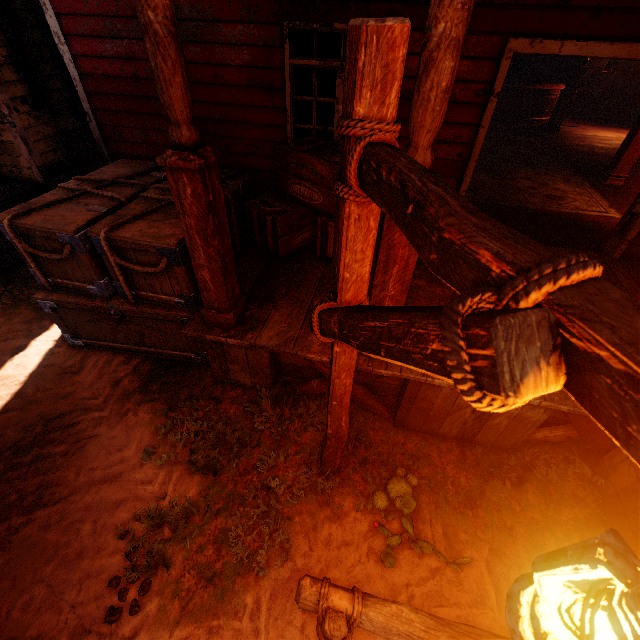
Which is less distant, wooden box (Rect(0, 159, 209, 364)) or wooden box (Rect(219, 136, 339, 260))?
wooden box (Rect(0, 159, 209, 364))

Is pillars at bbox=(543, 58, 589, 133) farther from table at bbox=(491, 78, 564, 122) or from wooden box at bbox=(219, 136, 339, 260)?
wooden box at bbox=(219, 136, 339, 260)

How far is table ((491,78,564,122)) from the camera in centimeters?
1055cm

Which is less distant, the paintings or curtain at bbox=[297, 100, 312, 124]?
curtain at bbox=[297, 100, 312, 124]

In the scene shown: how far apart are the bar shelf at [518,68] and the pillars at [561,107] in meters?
3.0

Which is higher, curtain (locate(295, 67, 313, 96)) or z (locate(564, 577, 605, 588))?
curtain (locate(295, 67, 313, 96))

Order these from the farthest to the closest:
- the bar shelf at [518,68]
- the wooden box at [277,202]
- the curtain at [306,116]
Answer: the bar shelf at [518,68]
the curtain at [306,116]
the wooden box at [277,202]

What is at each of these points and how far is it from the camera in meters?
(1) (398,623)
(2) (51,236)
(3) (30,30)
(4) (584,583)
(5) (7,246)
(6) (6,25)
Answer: (1) horse pole, 1.8
(2) wooden box, 3.3
(3) building, 5.4
(4) z, 2.7
(5) building, 5.6
(6) stove, 4.8
